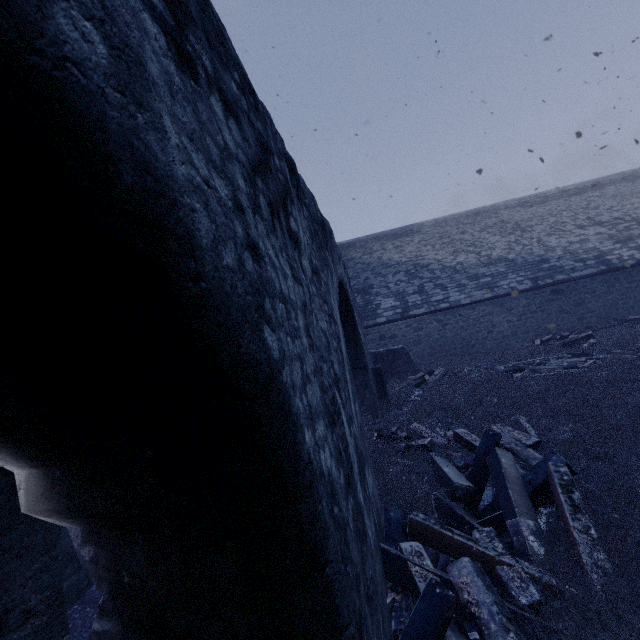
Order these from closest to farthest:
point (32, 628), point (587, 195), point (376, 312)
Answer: point (32, 628)
point (376, 312)
point (587, 195)

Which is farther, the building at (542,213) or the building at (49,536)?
the building at (542,213)

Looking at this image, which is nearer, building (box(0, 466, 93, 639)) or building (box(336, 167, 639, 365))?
building (box(0, 466, 93, 639))

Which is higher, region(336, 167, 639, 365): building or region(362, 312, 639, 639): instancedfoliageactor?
region(336, 167, 639, 365): building

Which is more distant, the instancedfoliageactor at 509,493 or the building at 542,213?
the building at 542,213

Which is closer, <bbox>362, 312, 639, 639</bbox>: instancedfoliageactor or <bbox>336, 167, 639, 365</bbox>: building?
<bbox>362, 312, 639, 639</bbox>: instancedfoliageactor
